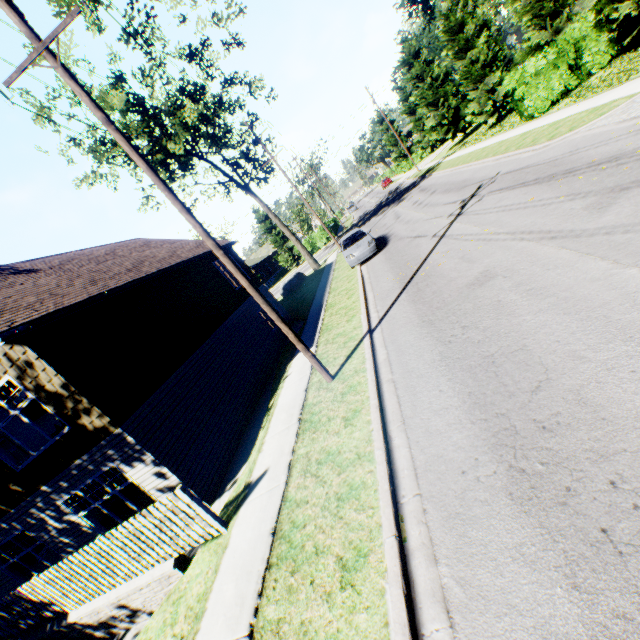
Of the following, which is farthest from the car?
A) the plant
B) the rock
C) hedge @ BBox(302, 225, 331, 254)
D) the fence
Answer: the plant

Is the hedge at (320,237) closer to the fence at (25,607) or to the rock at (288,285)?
the rock at (288,285)

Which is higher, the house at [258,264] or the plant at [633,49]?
the house at [258,264]

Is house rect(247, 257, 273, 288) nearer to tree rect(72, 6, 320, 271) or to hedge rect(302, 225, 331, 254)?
tree rect(72, 6, 320, 271)

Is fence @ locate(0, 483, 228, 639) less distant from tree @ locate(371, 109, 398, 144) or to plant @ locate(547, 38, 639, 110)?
plant @ locate(547, 38, 639, 110)

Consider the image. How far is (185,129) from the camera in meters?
23.4 m

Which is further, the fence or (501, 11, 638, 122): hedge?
(501, 11, 638, 122): hedge

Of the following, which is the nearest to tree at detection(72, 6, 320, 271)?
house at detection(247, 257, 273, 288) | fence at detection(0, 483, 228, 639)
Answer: house at detection(247, 257, 273, 288)
